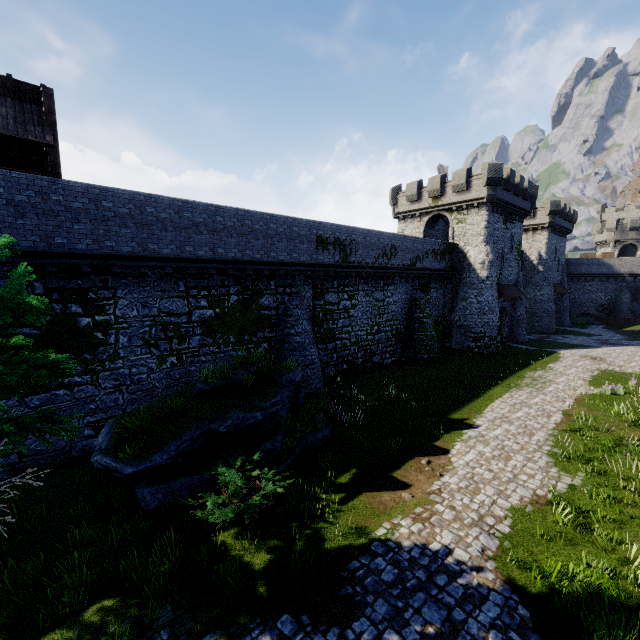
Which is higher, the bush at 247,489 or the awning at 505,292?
the awning at 505,292

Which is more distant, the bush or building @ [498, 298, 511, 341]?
building @ [498, 298, 511, 341]

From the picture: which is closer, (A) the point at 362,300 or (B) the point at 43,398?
(B) the point at 43,398

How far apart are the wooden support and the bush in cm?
1117

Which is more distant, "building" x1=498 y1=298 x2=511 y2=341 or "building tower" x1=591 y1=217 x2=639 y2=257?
"building tower" x1=591 y1=217 x2=639 y2=257

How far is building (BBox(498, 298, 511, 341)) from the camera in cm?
3328

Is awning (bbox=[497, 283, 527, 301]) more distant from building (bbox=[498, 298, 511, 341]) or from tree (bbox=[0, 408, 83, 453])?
tree (bbox=[0, 408, 83, 453])

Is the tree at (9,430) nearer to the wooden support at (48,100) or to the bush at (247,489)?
the bush at (247,489)
